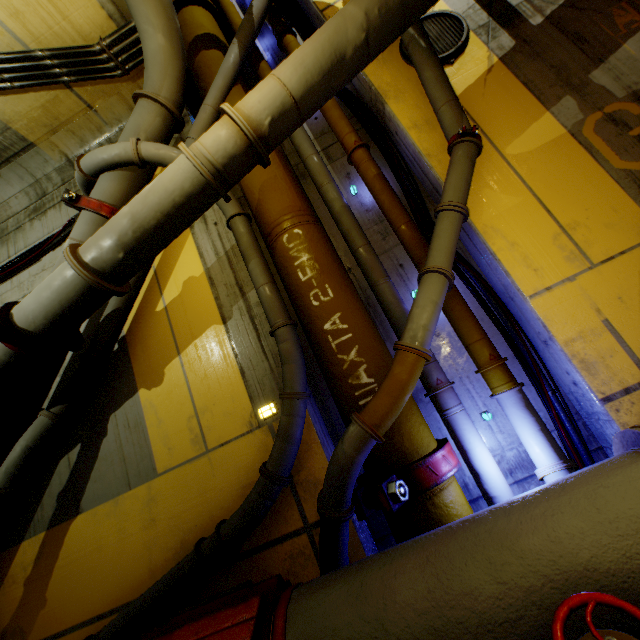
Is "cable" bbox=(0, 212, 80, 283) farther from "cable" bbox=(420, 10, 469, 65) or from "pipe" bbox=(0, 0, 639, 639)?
"cable" bbox=(420, 10, 469, 65)

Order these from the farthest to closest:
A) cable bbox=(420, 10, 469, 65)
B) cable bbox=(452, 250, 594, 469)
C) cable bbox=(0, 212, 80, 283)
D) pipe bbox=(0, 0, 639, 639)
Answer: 1. cable bbox=(0, 212, 80, 283)
2. cable bbox=(420, 10, 469, 65)
3. cable bbox=(452, 250, 594, 469)
4. pipe bbox=(0, 0, 639, 639)

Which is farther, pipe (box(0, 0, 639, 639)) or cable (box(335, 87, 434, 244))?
cable (box(335, 87, 434, 244))

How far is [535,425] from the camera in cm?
283

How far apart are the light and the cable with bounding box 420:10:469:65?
4.4m

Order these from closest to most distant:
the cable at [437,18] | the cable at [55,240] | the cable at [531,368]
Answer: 1. the cable at [531,368]
2. the cable at [437,18]
3. the cable at [55,240]

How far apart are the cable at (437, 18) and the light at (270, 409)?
4.43m

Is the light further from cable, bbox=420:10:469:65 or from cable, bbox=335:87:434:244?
cable, bbox=420:10:469:65
